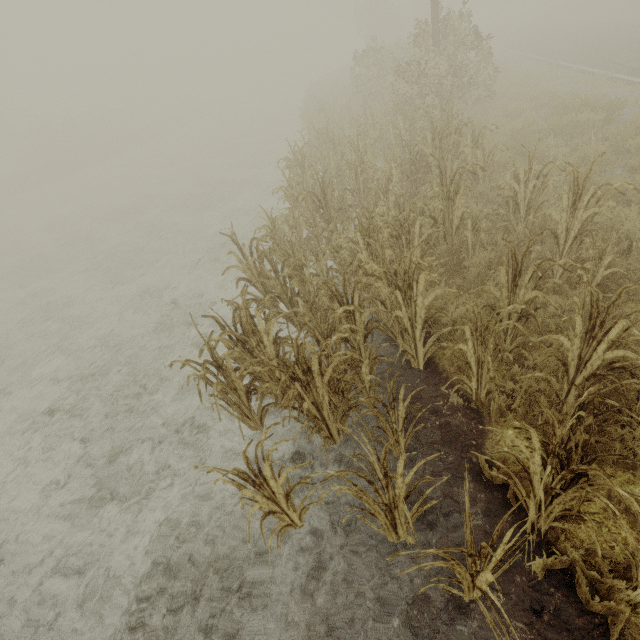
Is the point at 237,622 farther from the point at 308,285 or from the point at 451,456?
the point at 308,285
